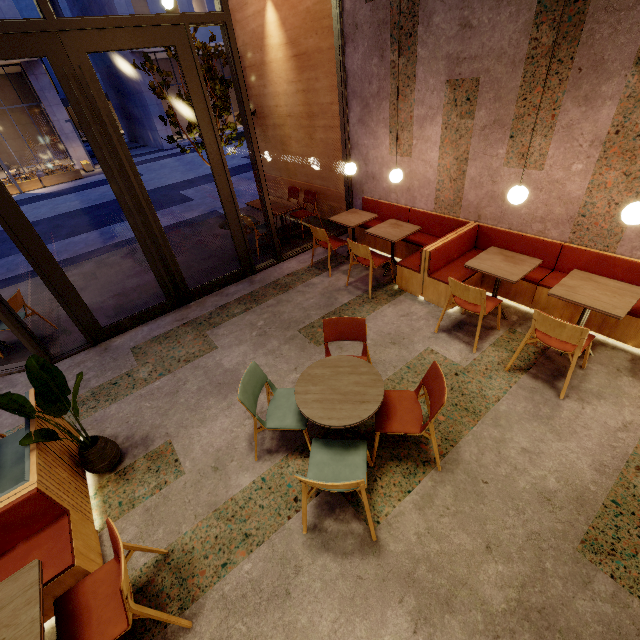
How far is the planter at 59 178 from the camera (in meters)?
18.38

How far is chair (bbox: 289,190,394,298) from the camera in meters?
4.8 m

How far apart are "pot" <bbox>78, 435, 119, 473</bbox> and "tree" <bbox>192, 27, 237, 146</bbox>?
6.05m

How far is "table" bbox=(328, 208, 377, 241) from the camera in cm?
553

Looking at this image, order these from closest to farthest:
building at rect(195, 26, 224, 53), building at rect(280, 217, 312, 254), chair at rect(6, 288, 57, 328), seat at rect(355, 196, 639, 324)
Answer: seat at rect(355, 196, 639, 324) < chair at rect(6, 288, 57, 328) < building at rect(280, 217, 312, 254) < building at rect(195, 26, 224, 53)

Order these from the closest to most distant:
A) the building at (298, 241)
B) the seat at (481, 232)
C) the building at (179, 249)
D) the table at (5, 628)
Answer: the table at (5, 628)
the seat at (481, 232)
the building at (179, 249)
the building at (298, 241)

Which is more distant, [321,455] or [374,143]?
[374,143]

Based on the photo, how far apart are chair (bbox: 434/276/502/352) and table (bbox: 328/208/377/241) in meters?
2.2
